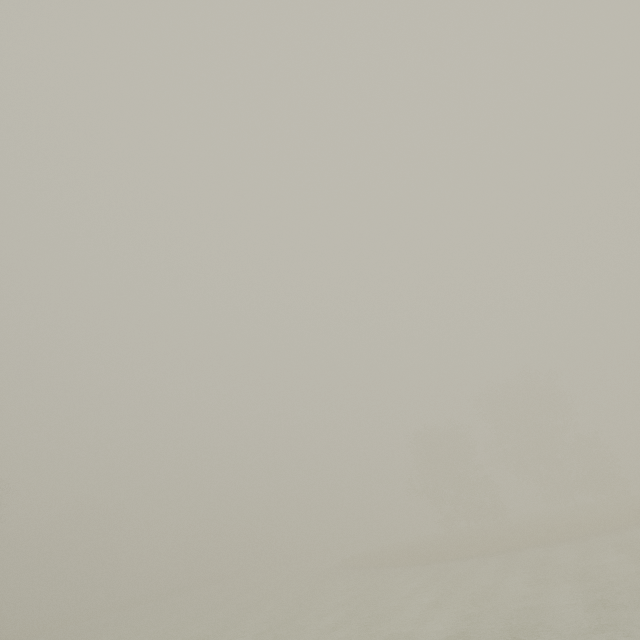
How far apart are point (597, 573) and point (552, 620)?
6.47m
